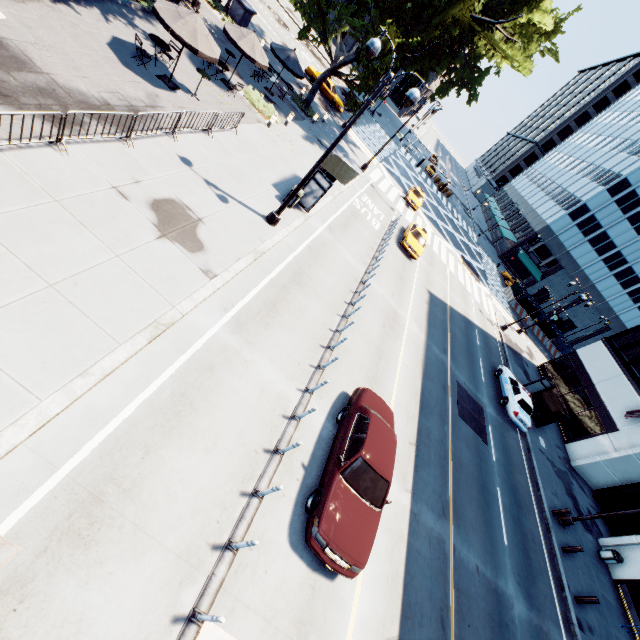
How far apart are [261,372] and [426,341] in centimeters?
1227cm

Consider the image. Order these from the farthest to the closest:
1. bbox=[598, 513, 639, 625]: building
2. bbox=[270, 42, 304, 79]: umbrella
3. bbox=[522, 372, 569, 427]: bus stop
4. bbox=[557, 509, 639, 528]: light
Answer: bbox=[522, 372, 569, 427]: bus stop
bbox=[270, 42, 304, 79]: umbrella
bbox=[598, 513, 639, 625]: building
bbox=[557, 509, 639, 528]: light

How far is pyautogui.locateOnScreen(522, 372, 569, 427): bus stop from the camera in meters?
22.7 m

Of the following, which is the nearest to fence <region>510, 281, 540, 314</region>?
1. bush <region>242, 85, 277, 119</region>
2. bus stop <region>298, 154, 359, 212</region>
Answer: bus stop <region>298, 154, 359, 212</region>

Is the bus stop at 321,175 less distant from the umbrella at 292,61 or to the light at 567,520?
the light at 567,520

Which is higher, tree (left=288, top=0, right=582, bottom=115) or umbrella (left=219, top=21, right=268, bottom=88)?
tree (left=288, top=0, right=582, bottom=115)

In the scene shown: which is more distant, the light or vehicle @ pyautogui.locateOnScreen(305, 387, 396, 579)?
the light

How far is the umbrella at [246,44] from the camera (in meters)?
16.52
